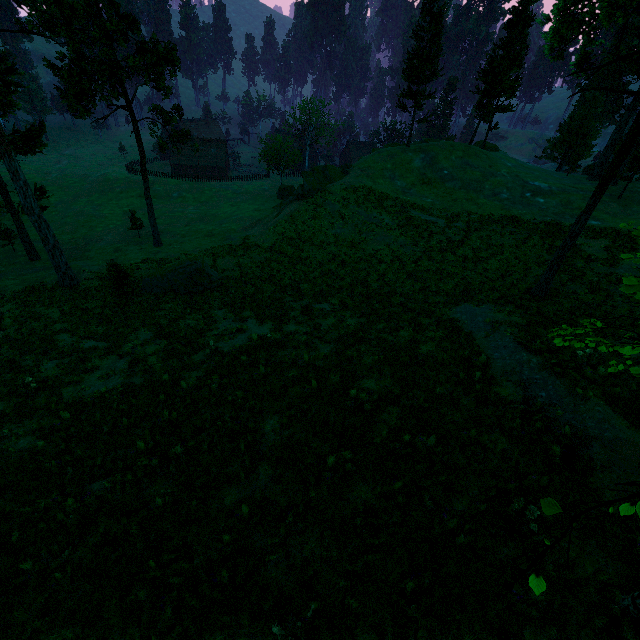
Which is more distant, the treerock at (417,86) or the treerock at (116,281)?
the treerock at (417,86)

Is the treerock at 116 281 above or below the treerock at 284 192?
above

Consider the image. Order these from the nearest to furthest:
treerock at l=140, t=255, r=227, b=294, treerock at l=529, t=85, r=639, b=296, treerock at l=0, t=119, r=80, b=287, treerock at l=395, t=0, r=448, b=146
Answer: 1. treerock at l=529, t=85, r=639, b=296
2. treerock at l=0, t=119, r=80, b=287
3. treerock at l=140, t=255, r=227, b=294
4. treerock at l=395, t=0, r=448, b=146

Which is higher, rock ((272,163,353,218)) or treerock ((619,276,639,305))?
treerock ((619,276,639,305))

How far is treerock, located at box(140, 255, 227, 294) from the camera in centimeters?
2602cm

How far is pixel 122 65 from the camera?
24.7m

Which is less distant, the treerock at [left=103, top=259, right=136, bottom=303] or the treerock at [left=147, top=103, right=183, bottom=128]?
the treerock at [left=103, top=259, right=136, bottom=303]
